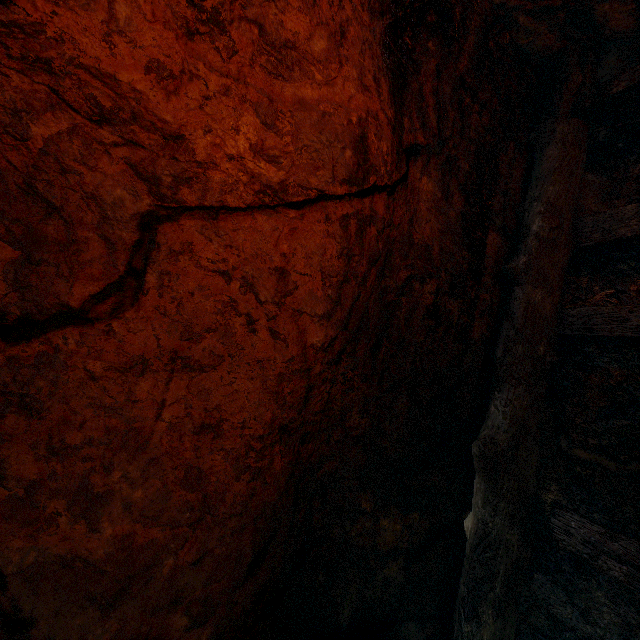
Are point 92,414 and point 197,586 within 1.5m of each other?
yes
